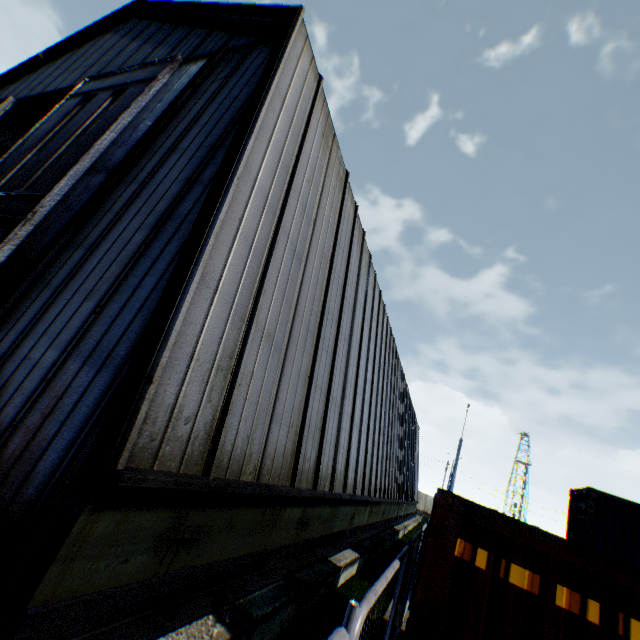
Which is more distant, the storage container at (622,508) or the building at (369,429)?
the building at (369,429)

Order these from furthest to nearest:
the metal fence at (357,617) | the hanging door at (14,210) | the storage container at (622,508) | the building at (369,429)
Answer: the hanging door at (14,210) < the building at (369,429) < the storage container at (622,508) < the metal fence at (357,617)

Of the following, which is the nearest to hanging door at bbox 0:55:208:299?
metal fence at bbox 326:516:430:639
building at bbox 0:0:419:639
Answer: building at bbox 0:0:419:639

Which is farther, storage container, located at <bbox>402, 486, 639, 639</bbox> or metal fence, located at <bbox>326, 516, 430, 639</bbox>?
storage container, located at <bbox>402, 486, 639, 639</bbox>

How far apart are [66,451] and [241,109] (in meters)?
6.69

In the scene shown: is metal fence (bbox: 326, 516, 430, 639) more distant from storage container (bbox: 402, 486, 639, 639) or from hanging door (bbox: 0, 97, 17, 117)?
hanging door (bbox: 0, 97, 17, 117)

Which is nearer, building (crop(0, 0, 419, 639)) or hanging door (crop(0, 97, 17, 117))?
building (crop(0, 0, 419, 639))
